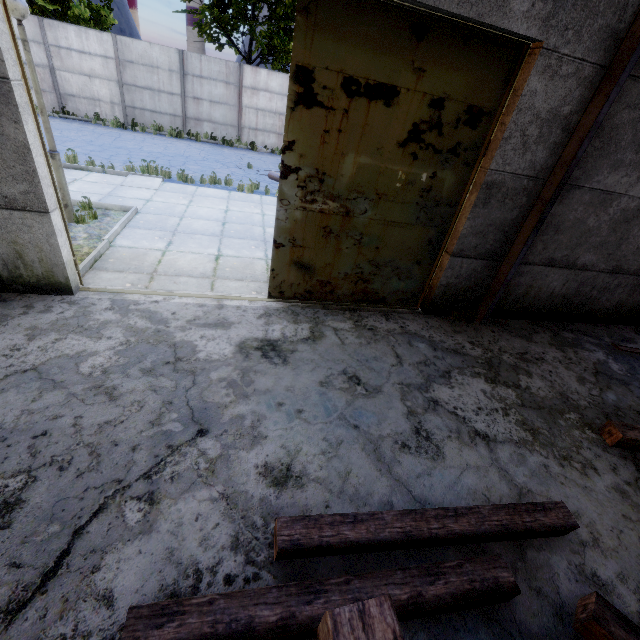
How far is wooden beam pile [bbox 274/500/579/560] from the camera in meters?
2.4

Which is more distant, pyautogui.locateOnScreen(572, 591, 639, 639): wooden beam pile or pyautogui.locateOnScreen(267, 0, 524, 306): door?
pyautogui.locateOnScreen(267, 0, 524, 306): door

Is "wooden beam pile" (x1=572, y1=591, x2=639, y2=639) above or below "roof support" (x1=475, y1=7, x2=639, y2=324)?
below

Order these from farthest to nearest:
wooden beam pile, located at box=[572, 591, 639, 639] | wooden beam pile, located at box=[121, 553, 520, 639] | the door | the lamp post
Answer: the lamp post < the door < wooden beam pile, located at box=[572, 591, 639, 639] < wooden beam pile, located at box=[121, 553, 520, 639]

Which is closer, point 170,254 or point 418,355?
point 418,355

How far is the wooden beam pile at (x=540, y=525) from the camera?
2.39m

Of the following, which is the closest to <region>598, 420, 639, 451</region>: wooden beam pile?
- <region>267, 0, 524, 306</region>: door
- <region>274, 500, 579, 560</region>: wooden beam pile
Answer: <region>274, 500, 579, 560</region>: wooden beam pile

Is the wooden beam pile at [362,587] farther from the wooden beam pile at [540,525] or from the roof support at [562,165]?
the roof support at [562,165]
